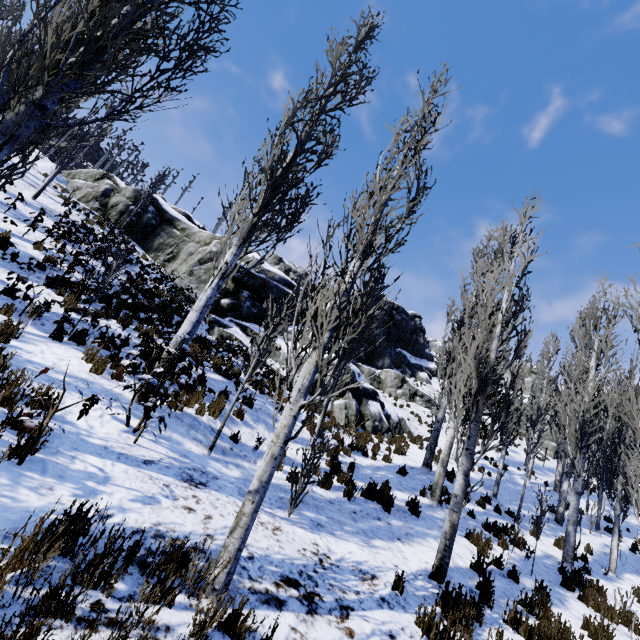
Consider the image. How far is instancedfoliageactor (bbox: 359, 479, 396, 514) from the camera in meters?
7.6

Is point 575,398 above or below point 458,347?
above

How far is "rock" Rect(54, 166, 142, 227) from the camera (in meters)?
23.39

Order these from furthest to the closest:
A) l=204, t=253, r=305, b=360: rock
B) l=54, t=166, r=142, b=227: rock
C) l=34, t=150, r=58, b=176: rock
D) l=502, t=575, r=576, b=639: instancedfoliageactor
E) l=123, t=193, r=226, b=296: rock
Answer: l=54, t=166, r=142, b=227: rock → l=34, t=150, r=58, b=176: rock → l=123, t=193, r=226, b=296: rock → l=204, t=253, r=305, b=360: rock → l=502, t=575, r=576, b=639: instancedfoliageactor

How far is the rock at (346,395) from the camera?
15.7m

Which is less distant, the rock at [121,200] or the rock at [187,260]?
the rock at [187,260]
